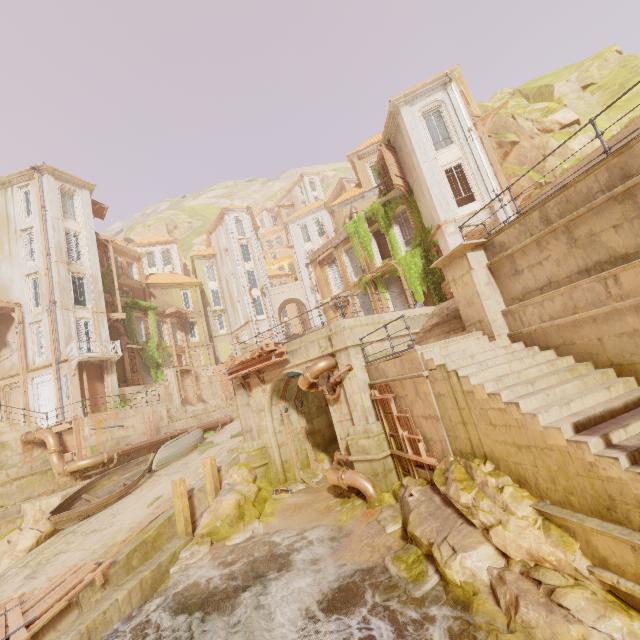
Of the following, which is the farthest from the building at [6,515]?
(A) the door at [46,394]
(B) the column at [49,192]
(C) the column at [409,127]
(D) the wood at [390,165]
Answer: (A) the door at [46,394]

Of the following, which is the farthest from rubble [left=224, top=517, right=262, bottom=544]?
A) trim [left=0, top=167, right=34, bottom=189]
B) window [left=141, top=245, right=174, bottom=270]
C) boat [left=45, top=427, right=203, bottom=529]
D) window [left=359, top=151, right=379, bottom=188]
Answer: window [left=141, top=245, right=174, bottom=270]

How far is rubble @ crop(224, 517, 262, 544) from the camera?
11.3m

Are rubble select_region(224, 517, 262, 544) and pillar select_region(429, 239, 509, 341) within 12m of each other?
yes

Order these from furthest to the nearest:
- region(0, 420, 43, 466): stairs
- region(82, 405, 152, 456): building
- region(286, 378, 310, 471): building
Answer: region(82, 405, 152, 456): building < region(0, 420, 43, 466): stairs < region(286, 378, 310, 471): building

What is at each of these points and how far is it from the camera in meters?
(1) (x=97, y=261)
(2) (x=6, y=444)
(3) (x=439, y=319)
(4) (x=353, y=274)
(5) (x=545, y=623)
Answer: (1) column, 27.3 m
(2) stairs, 17.0 m
(3) stairs, 13.2 m
(4) window, 26.4 m
(5) rock, 4.8 m

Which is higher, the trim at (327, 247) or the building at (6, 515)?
the trim at (327, 247)

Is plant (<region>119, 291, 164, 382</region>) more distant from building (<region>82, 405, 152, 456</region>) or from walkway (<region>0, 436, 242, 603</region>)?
walkway (<region>0, 436, 242, 603</region>)
